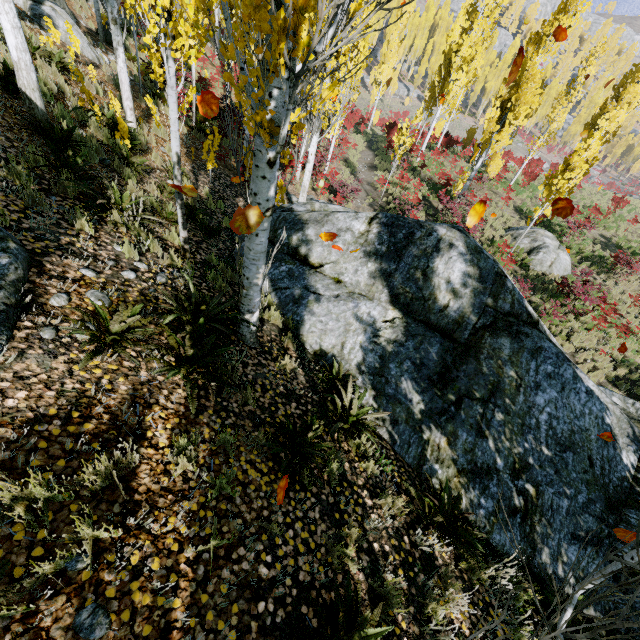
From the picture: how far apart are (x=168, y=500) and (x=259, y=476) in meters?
0.9 m

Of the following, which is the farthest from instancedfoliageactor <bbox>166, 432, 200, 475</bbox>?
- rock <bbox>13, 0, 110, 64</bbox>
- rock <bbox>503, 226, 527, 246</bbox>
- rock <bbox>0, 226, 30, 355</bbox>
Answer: rock <bbox>13, 0, 110, 64</bbox>

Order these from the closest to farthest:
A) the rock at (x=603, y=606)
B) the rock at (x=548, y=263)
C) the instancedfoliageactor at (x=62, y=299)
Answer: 1. the instancedfoliageactor at (x=62, y=299)
2. the rock at (x=603, y=606)
3. the rock at (x=548, y=263)

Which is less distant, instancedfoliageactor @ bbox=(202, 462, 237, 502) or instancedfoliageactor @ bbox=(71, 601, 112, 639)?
instancedfoliageactor @ bbox=(71, 601, 112, 639)

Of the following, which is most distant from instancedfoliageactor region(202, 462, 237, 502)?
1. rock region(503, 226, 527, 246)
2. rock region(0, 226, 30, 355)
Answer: rock region(503, 226, 527, 246)

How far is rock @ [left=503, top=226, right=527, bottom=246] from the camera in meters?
18.2 m

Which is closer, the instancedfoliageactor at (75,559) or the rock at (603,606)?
the instancedfoliageactor at (75,559)

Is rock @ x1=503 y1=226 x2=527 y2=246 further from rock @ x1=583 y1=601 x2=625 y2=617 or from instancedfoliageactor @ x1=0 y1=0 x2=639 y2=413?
rock @ x1=583 y1=601 x2=625 y2=617
